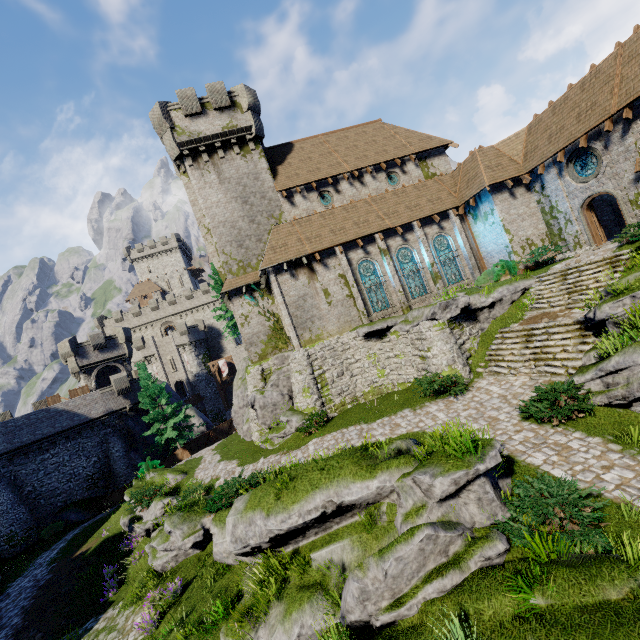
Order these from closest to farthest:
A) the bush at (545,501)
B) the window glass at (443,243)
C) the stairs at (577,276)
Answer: the bush at (545,501) → the stairs at (577,276) → the window glass at (443,243)

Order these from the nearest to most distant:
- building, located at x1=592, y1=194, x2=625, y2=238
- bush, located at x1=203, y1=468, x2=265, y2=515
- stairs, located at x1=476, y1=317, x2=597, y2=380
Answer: stairs, located at x1=476, y1=317, x2=597, y2=380 → bush, located at x1=203, y1=468, x2=265, y2=515 → building, located at x1=592, y1=194, x2=625, y2=238

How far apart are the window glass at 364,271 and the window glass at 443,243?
4.51m

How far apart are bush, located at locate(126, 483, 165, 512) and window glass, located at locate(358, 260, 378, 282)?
16.7m

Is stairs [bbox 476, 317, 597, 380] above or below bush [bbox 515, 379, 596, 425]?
above

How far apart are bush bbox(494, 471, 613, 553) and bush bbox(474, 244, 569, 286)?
15.28m

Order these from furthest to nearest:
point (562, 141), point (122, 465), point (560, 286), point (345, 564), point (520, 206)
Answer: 1. point (122, 465)
2. point (520, 206)
3. point (562, 141)
4. point (560, 286)
5. point (345, 564)

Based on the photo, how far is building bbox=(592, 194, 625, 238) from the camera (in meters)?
21.83
